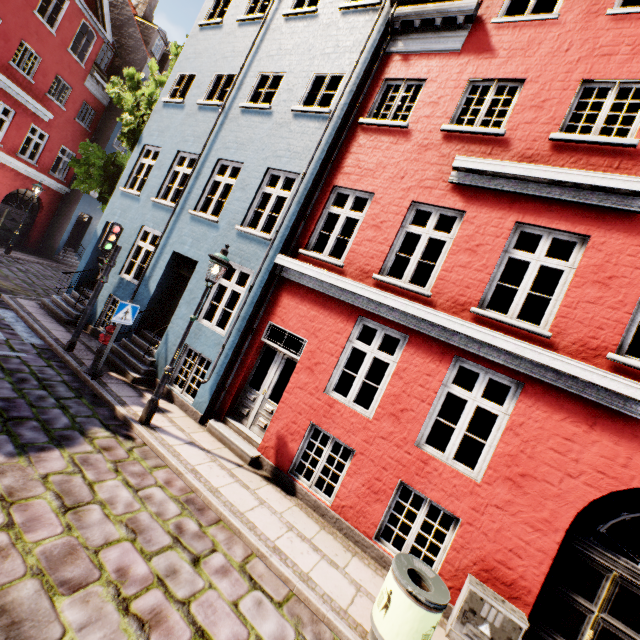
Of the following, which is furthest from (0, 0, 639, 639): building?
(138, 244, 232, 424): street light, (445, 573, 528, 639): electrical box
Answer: (138, 244, 232, 424): street light

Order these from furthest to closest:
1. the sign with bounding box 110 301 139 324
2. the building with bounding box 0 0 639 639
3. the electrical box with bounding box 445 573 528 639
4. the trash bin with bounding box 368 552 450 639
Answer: the sign with bounding box 110 301 139 324, the building with bounding box 0 0 639 639, the electrical box with bounding box 445 573 528 639, the trash bin with bounding box 368 552 450 639

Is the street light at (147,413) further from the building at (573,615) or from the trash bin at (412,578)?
the trash bin at (412,578)

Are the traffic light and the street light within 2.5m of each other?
no

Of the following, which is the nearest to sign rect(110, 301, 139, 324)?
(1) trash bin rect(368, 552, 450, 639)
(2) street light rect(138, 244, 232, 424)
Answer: (2) street light rect(138, 244, 232, 424)

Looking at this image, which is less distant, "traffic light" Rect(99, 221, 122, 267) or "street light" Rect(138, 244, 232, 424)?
"street light" Rect(138, 244, 232, 424)

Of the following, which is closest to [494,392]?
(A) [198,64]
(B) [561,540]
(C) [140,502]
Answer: (B) [561,540]

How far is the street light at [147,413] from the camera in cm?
642
